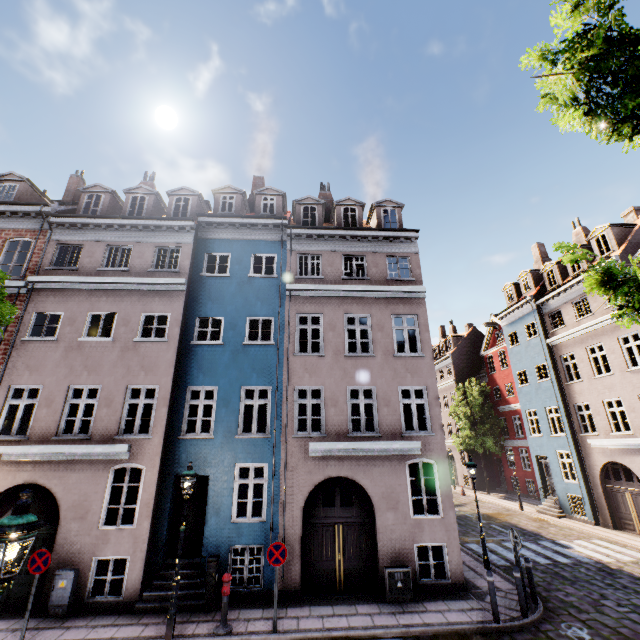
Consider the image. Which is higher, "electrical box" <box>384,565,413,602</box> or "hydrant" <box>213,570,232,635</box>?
"electrical box" <box>384,565,413,602</box>

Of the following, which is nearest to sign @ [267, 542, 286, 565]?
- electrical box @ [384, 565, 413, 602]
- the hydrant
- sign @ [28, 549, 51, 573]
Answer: the hydrant

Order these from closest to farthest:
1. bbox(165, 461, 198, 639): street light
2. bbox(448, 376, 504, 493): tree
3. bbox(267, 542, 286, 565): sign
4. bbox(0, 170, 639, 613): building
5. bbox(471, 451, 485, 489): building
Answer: bbox(165, 461, 198, 639): street light → bbox(267, 542, 286, 565): sign → bbox(0, 170, 639, 613): building → bbox(448, 376, 504, 493): tree → bbox(471, 451, 485, 489): building

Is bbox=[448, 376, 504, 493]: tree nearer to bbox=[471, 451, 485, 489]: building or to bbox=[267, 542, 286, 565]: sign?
bbox=[471, 451, 485, 489]: building

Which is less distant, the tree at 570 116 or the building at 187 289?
the tree at 570 116

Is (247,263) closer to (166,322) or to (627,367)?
(166,322)

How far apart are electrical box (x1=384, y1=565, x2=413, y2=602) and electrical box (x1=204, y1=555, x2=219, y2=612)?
5.1 meters

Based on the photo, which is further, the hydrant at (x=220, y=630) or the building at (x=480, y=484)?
the building at (x=480, y=484)
